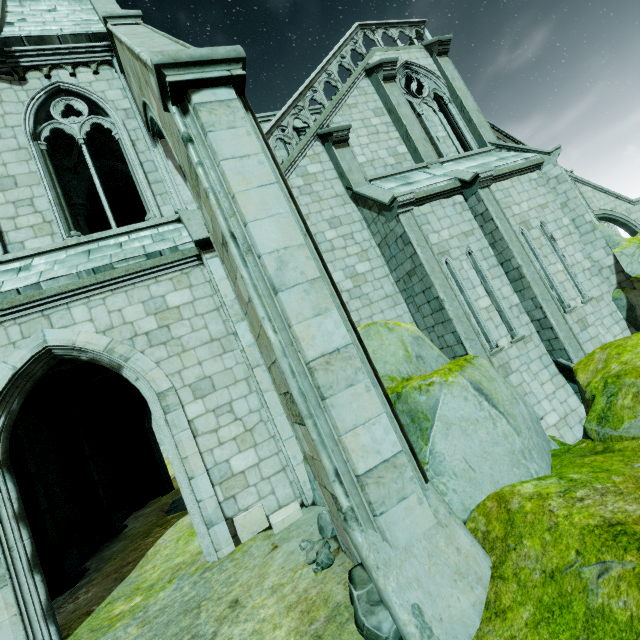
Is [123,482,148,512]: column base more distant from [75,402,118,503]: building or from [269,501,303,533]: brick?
[269,501,303,533]: brick

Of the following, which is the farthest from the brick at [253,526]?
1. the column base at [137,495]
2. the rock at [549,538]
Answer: the column base at [137,495]

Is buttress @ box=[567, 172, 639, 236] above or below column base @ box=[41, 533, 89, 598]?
above

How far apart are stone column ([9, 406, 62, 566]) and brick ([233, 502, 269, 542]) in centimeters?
575cm

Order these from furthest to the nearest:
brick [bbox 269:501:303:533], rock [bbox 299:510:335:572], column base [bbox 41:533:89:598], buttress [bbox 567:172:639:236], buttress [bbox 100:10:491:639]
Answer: buttress [bbox 567:172:639:236] → column base [bbox 41:533:89:598] → brick [bbox 269:501:303:533] → rock [bbox 299:510:335:572] → buttress [bbox 100:10:491:639]

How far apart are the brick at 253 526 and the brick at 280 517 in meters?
0.1 m

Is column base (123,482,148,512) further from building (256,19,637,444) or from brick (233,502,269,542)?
brick (233,502,269,542)

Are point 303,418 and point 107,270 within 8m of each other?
yes
